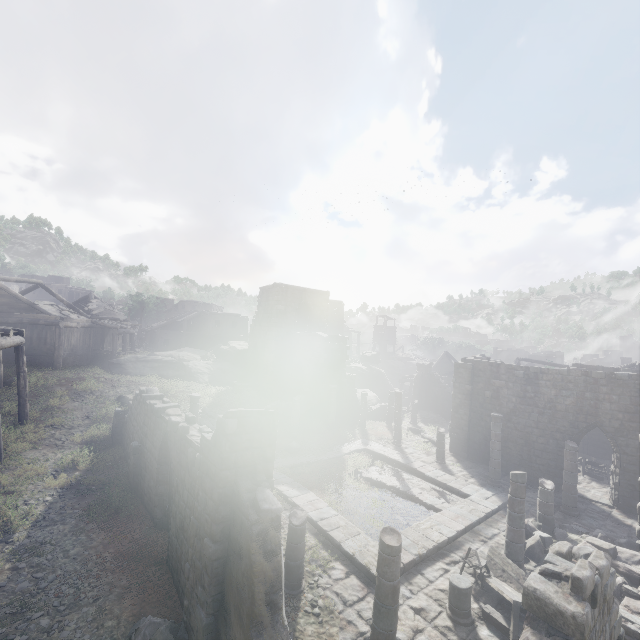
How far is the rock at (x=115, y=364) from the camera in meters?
29.3 m

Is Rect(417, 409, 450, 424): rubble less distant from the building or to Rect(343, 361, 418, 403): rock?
the building

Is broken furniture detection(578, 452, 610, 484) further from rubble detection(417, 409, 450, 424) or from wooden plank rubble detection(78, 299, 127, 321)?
wooden plank rubble detection(78, 299, 127, 321)

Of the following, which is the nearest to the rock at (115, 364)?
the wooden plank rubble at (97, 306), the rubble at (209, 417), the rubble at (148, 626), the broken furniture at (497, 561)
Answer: the rubble at (209, 417)

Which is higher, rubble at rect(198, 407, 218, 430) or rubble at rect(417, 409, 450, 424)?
rubble at rect(198, 407, 218, 430)

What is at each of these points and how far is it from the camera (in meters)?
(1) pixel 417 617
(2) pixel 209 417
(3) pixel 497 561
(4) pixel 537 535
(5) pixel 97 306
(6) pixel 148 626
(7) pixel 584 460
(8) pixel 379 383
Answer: (1) building, 9.02
(2) rubble, 21.98
(3) broken furniture, 11.00
(4) rubble, 12.23
(5) wooden plank rubble, 36.94
(6) rubble, 6.97
(7) broken furniture, 20.67
(8) rock, 40.78

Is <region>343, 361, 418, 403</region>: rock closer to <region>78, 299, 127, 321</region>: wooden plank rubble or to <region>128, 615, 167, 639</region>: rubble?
<region>78, 299, 127, 321</region>: wooden plank rubble

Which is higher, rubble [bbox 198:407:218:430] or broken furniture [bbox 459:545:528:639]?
rubble [bbox 198:407:218:430]
